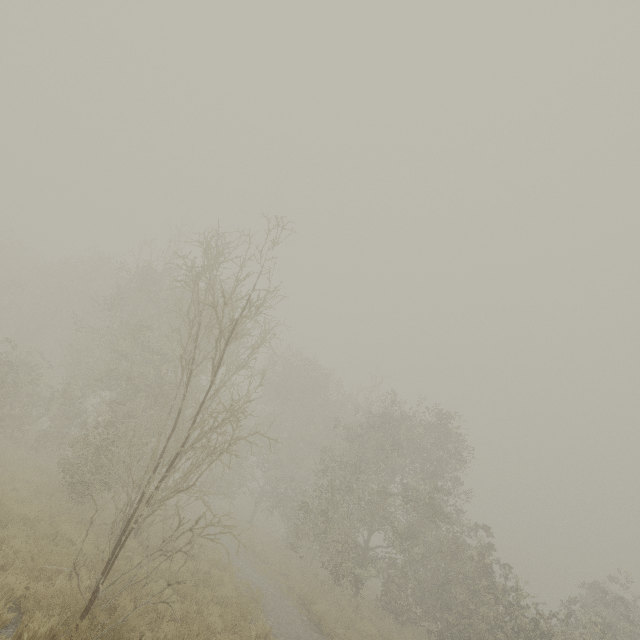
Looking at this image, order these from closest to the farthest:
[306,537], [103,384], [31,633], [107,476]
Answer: [31,633] → [107,476] → [103,384] → [306,537]
